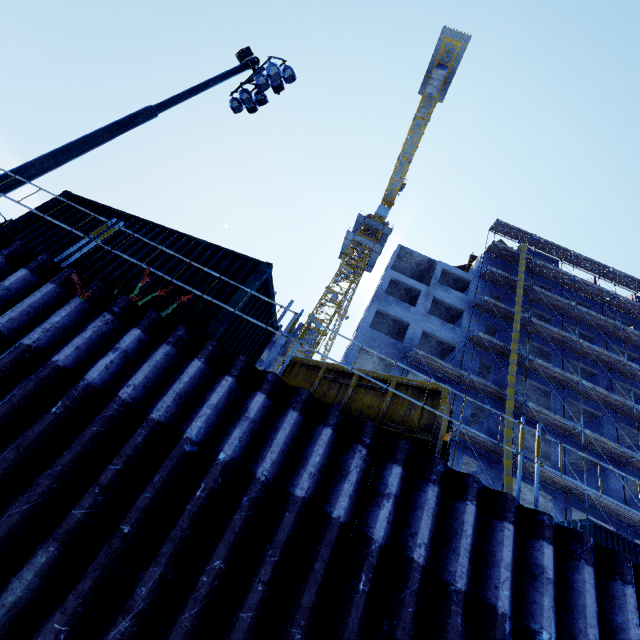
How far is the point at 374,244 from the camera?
45.2 meters

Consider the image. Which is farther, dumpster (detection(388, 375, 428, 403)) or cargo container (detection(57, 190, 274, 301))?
cargo container (detection(57, 190, 274, 301))

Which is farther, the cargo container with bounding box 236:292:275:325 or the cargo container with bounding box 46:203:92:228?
the cargo container with bounding box 46:203:92:228

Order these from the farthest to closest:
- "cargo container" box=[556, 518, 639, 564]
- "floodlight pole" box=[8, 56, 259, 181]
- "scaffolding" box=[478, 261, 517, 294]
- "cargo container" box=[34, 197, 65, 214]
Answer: "scaffolding" box=[478, 261, 517, 294] < "cargo container" box=[556, 518, 639, 564] < "cargo container" box=[34, 197, 65, 214] < "floodlight pole" box=[8, 56, 259, 181]

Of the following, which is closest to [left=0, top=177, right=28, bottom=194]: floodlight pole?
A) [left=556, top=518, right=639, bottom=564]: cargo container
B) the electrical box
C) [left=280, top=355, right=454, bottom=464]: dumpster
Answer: the electrical box

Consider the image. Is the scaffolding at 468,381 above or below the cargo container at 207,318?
above

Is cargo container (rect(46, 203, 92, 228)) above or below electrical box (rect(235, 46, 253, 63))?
below

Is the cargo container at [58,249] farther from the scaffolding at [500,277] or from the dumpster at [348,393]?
the scaffolding at [500,277]
